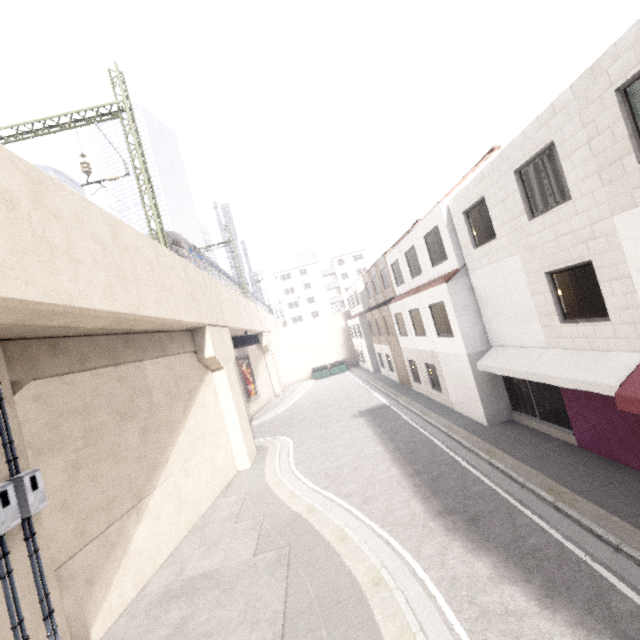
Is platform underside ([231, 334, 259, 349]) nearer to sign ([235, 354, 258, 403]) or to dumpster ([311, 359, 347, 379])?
sign ([235, 354, 258, 403])

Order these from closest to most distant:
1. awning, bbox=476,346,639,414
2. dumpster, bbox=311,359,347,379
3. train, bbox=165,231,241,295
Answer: awning, bbox=476,346,639,414
train, bbox=165,231,241,295
dumpster, bbox=311,359,347,379

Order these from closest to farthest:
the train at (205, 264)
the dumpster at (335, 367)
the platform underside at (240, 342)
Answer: the train at (205, 264)
the platform underside at (240, 342)
the dumpster at (335, 367)

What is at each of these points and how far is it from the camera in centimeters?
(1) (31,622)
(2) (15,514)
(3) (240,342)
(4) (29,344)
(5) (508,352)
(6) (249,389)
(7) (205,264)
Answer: (1) concrete pillar, 579cm
(2) electrical box, 573cm
(3) platform underside, 2955cm
(4) concrete pillar, 739cm
(5) awning, 1120cm
(6) sign, 2780cm
(7) train, 2236cm

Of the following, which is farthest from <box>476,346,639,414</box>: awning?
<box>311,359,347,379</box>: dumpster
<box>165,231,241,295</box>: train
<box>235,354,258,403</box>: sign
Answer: <box>311,359,347,379</box>: dumpster

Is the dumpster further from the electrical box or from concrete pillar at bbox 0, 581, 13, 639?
the electrical box

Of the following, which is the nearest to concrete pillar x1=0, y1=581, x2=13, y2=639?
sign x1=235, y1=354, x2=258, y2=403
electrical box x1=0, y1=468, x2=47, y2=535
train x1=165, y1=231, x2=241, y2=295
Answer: electrical box x1=0, y1=468, x2=47, y2=535

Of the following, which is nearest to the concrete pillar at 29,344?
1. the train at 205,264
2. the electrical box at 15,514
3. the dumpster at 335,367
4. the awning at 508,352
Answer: the electrical box at 15,514
